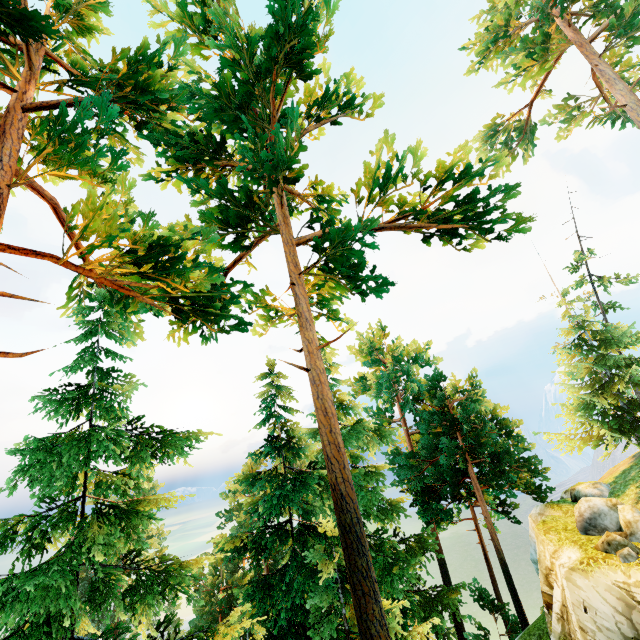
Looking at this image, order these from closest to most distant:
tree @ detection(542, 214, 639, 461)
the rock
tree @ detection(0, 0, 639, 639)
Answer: tree @ detection(0, 0, 639, 639), the rock, tree @ detection(542, 214, 639, 461)

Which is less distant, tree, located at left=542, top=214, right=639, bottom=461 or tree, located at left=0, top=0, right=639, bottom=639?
tree, located at left=0, top=0, right=639, bottom=639

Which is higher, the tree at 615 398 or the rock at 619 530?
the tree at 615 398

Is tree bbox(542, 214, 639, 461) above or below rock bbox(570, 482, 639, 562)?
above

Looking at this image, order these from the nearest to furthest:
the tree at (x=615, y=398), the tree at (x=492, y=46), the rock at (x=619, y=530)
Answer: the tree at (x=492, y=46) → the rock at (x=619, y=530) → the tree at (x=615, y=398)

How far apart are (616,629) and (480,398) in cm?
2117

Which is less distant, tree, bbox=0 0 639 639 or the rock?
tree, bbox=0 0 639 639
